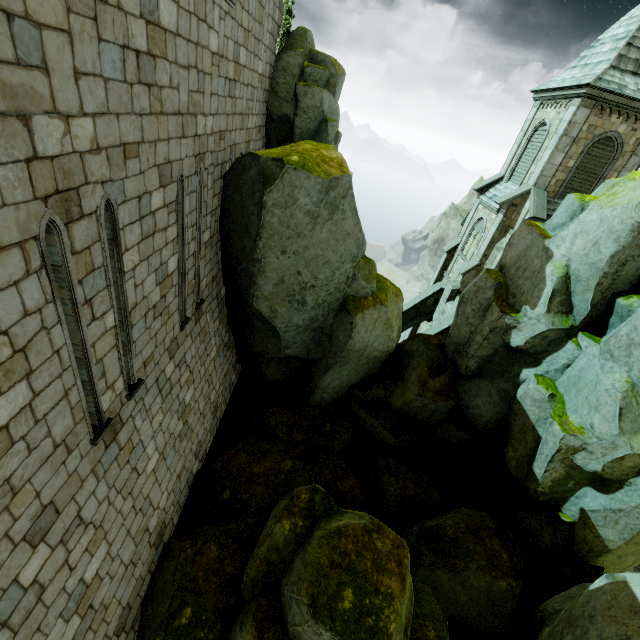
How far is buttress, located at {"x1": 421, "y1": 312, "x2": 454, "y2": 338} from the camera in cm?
1939

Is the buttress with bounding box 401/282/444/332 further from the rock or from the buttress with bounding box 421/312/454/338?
the rock

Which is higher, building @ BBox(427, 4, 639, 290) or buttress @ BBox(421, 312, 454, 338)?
building @ BBox(427, 4, 639, 290)

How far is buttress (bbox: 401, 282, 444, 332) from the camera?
22.95m

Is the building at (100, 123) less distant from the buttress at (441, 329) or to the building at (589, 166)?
the buttress at (441, 329)

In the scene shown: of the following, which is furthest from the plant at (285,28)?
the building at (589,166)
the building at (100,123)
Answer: the building at (589,166)

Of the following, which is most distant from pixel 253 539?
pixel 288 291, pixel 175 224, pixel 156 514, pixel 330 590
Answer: pixel 175 224

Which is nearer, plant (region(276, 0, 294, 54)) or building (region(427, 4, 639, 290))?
plant (region(276, 0, 294, 54))
